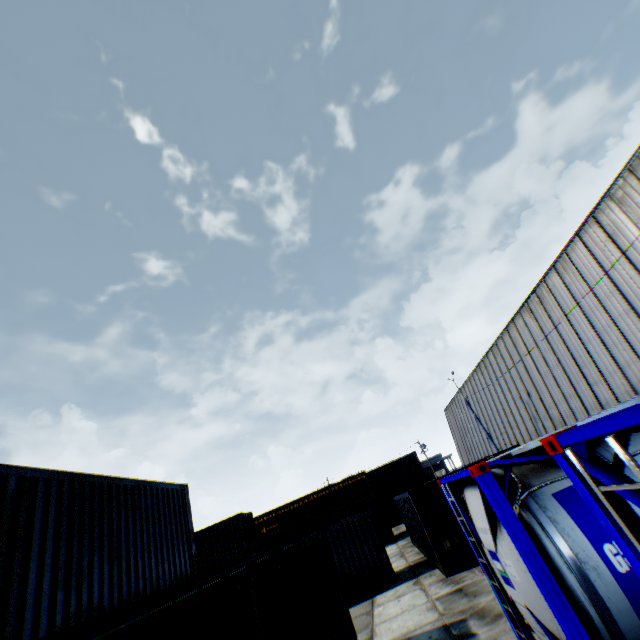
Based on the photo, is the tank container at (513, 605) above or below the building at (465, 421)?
below

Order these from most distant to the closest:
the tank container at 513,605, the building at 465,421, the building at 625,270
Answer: the building at 465,421
the building at 625,270
the tank container at 513,605

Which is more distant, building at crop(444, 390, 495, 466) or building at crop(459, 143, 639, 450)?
building at crop(444, 390, 495, 466)

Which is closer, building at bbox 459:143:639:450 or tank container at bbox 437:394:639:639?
tank container at bbox 437:394:639:639

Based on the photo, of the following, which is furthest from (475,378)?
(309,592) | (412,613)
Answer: (309,592)

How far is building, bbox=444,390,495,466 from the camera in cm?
3909

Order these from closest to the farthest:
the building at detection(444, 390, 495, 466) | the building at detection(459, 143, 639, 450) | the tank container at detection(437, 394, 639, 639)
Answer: the tank container at detection(437, 394, 639, 639), the building at detection(459, 143, 639, 450), the building at detection(444, 390, 495, 466)

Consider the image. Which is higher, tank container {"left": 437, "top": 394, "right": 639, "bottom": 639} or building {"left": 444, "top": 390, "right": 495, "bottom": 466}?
building {"left": 444, "top": 390, "right": 495, "bottom": 466}
